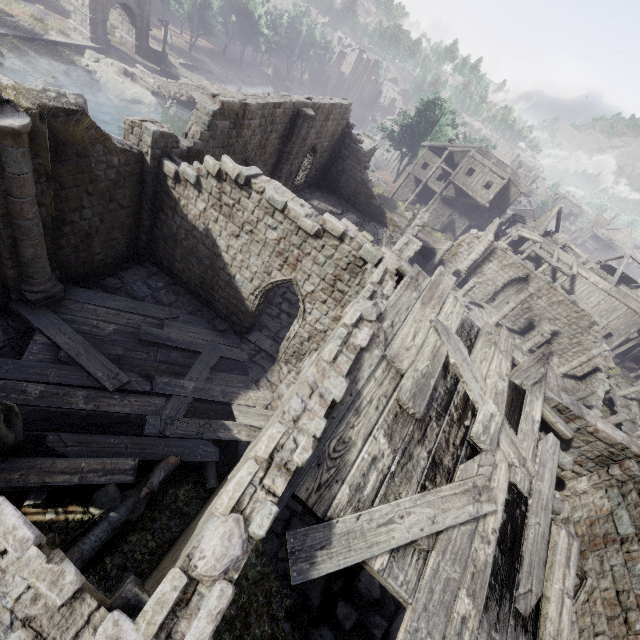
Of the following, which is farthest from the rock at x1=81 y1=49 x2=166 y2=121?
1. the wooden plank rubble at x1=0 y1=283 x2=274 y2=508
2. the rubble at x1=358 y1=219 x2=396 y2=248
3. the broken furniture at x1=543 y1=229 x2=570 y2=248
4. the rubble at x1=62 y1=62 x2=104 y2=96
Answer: the broken furniture at x1=543 y1=229 x2=570 y2=248

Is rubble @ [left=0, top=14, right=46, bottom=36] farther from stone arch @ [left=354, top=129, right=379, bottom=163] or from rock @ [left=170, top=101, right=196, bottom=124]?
rock @ [left=170, top=101, right=196, bottom=124]

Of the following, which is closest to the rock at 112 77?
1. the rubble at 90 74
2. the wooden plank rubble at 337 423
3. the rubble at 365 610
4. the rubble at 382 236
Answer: the rubble at 90 74

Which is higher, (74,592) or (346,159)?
(74,592)

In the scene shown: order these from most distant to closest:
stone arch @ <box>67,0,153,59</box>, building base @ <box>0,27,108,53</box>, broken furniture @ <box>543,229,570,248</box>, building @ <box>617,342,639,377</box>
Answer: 1. broken furniture @ <box>543,229,570,248</box>
2. building @ <box>617,342,639,377</box>
3. stone arch @ <box>67,0,153,59</box>
4. building base @ <box>0,27,108,53</box>

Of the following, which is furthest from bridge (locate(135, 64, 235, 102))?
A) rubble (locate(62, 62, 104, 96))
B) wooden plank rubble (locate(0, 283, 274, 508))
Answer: wooden plank rubble (locate(0, 283, 274, 508))

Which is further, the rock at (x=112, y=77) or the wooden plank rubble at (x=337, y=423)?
the rock at (x=112, y=77)

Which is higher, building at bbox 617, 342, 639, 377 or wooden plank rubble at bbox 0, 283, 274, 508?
building at bbox 617, 342, 639, 377
